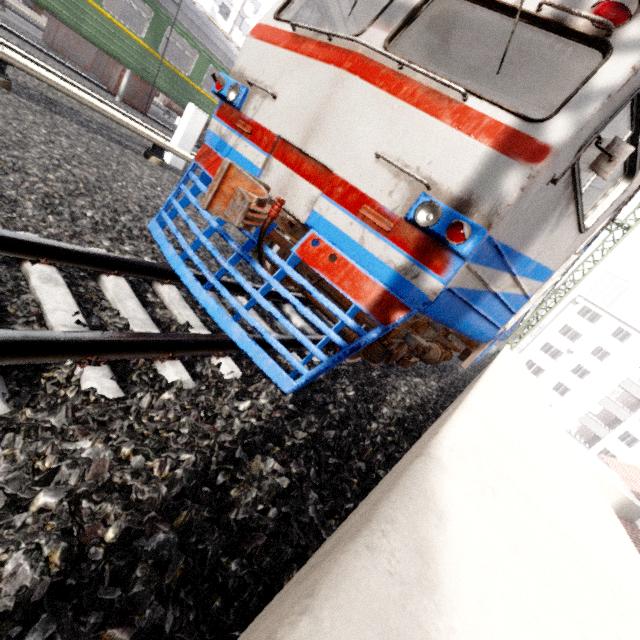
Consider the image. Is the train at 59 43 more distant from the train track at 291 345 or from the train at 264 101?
the train track at 291 345

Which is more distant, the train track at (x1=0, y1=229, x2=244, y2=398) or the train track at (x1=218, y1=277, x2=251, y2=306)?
the train track at (x1=218, y1=277, x2=251, y2=306)

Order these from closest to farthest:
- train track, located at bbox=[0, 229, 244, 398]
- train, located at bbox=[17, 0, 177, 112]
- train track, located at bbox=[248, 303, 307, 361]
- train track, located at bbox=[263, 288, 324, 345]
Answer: train track, located at bbox=[0, 229, 244, 398], train track, located at bbox=[248, 303, 307, 361], train track, located at bbox=[263, 288, 324, 345], train, located at bbox=[17, 0, 177, 112]

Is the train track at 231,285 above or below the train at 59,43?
below

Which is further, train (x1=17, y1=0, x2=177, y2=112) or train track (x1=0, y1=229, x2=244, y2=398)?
train (x1=17, y1=0, x2=177, y2=112)

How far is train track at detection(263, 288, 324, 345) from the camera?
4.18m

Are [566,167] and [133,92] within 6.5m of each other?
no
